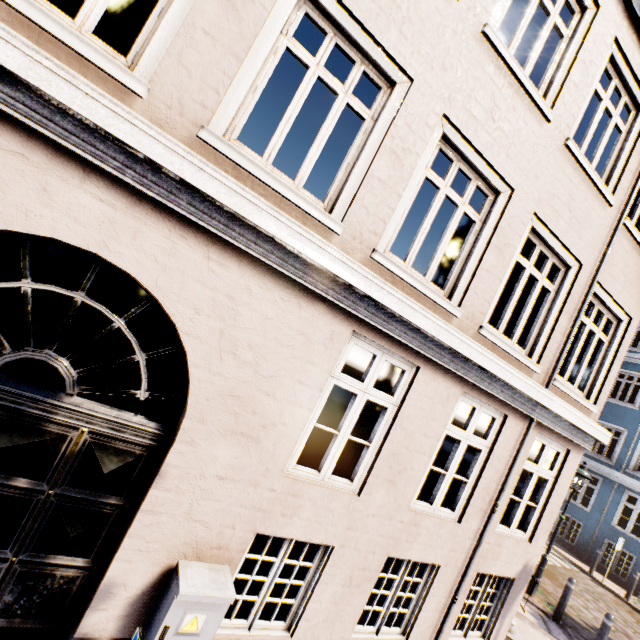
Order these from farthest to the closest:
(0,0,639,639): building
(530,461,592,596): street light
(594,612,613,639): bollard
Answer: (530,461,592,596): street light, (594,612,613,639): bollard, (0,0,639,639): building

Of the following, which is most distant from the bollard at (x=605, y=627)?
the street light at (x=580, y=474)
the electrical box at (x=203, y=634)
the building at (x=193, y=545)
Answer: the building at (x=193, y=545)

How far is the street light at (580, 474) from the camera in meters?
8.7

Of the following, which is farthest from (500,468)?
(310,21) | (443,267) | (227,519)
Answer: (310,21)

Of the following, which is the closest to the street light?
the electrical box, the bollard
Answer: the bollard

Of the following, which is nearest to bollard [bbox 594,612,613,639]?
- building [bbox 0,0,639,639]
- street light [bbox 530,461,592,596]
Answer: street light [bbox 530,461,592,596]

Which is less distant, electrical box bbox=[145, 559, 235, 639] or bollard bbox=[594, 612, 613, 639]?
electrical box bbox=[145, 559, 235, 639]

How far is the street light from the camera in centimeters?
870cm
